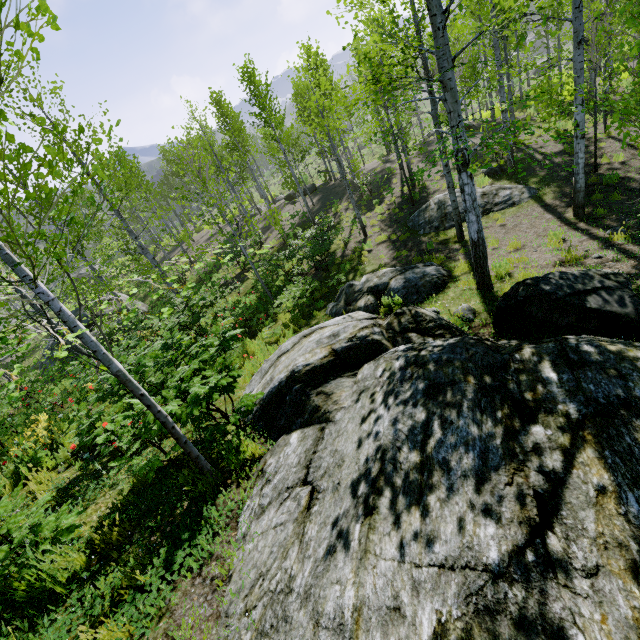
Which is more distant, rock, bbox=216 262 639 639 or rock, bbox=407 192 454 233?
rock, bbox=407 192 454 233

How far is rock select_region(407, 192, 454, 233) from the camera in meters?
12.5

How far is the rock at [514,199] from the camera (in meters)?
11.77

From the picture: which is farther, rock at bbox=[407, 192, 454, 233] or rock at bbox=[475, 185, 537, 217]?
rock at bbox=[407, 192, 454, 233]

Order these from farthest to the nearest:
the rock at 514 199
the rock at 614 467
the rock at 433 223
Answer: the rock at 433 223
the rock at 514 199
the rock at 614 467

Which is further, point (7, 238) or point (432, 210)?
point (432, 210)
